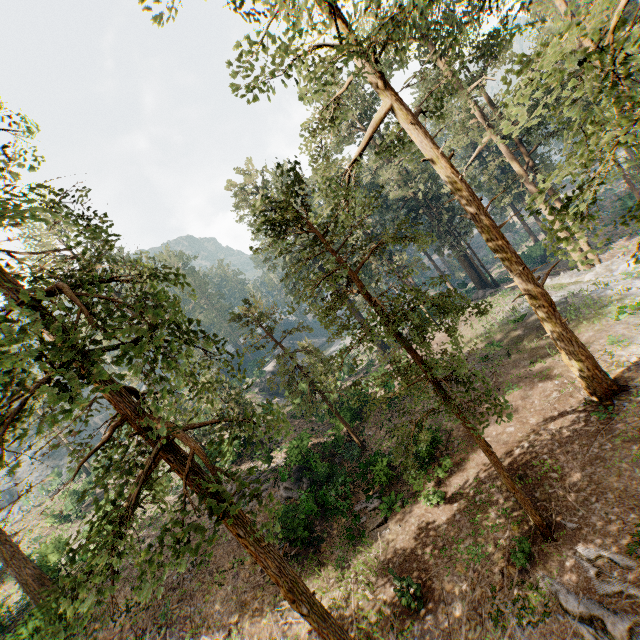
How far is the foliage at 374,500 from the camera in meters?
18.0

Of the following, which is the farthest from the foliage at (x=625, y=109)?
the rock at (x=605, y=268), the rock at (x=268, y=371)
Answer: the rock at (x=268, y=371)

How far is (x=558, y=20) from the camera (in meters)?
4.25

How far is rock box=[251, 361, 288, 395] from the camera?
51.4m

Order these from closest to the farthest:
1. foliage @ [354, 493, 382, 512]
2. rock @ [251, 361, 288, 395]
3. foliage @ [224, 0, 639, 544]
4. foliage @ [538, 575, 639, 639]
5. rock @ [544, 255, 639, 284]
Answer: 1. foliage @ [224, 0, 639, 544]
2. foliage @ [538, 575, 639, 639]
3. foliage @ [354, 493, 382, 512]
4. rock @ [544, 255, 639, 284]
5. rock @ [251, 361, 288, 395]

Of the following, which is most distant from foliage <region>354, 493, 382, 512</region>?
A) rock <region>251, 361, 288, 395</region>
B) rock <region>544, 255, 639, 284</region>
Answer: rock <region>251, 361, 288, 395</region>

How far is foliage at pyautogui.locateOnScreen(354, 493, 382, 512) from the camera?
18.0m

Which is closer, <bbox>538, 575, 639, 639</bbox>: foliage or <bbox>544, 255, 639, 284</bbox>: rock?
<bbox>538, 575, 639, 639</bbox>: foliage
